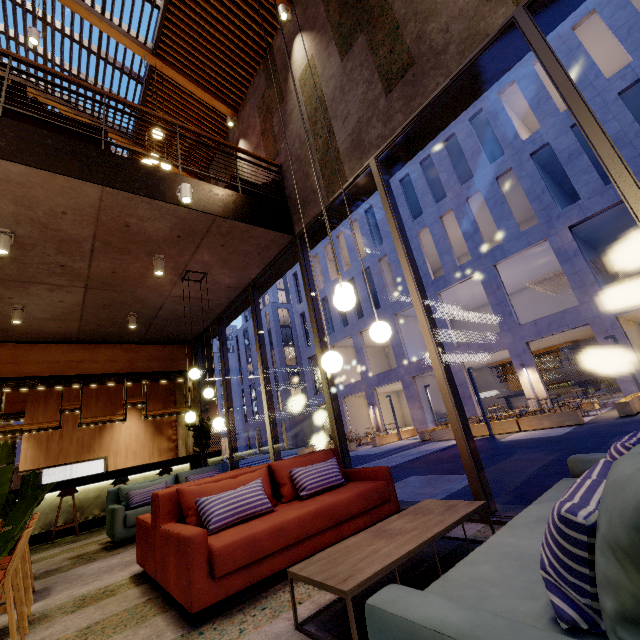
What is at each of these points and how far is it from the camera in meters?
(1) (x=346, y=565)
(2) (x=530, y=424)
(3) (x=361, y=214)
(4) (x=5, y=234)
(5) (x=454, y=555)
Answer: (1) coffee table, 2.0 m
(2) planter, 12.4 m
(3) building, 28.8 m
(4) lamp, 4.5 m
(5) building, 2.6 m

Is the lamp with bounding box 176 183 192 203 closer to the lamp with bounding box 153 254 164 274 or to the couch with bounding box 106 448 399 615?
the lamp with bounding box 153 254 164 274

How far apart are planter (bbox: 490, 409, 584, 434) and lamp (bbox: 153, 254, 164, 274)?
13.6m

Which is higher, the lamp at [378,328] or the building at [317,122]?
the building at [317,122]

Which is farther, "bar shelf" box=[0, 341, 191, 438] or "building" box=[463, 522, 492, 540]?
"bar shelf" box=[0, 341, 191, 438]

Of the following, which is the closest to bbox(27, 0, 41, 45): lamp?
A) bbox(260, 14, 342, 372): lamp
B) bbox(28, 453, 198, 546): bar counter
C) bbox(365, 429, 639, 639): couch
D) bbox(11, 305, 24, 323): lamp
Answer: bbox(260, 14, 342, 372): lamp

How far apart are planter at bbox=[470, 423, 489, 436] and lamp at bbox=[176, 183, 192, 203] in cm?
1373

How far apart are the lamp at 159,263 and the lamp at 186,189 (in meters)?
1.40
